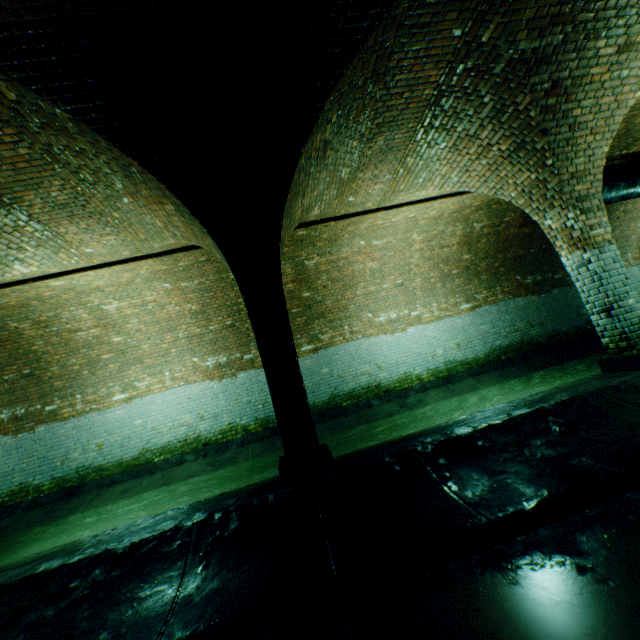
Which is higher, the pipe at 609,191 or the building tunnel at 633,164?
the building tunnel at 633,164

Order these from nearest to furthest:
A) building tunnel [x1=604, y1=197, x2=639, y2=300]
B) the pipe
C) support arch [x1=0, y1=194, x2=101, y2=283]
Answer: support arch [x1=0, y1=194, x2=101, y2=283] < the pipe < building tunnel [x1=604, y1=197, x2=639, y2=300]

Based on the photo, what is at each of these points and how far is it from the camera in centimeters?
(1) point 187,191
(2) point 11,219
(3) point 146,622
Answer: (1) support arch, 376cm
(2) support arch, 448cm
(3) building tunnel, 238cm

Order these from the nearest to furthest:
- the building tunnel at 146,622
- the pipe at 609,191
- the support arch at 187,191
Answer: the building tunnel at 146,622 → the support arch at 187,191 → the pipe at 609,191

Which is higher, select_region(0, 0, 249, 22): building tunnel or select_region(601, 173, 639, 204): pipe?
select_region(0, 0, 249, 22): building tunnel

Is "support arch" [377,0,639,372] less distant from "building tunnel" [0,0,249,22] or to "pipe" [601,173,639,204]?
"building tunnel" [0,0,249,22]

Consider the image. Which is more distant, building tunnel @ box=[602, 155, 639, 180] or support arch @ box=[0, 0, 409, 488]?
building tunnel @ box=[602, 155, 639, 180]

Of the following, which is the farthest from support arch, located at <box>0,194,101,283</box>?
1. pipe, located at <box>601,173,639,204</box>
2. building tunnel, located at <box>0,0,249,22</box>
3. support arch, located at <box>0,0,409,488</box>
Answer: pipe, located at <box>601,173,639,204</box>
